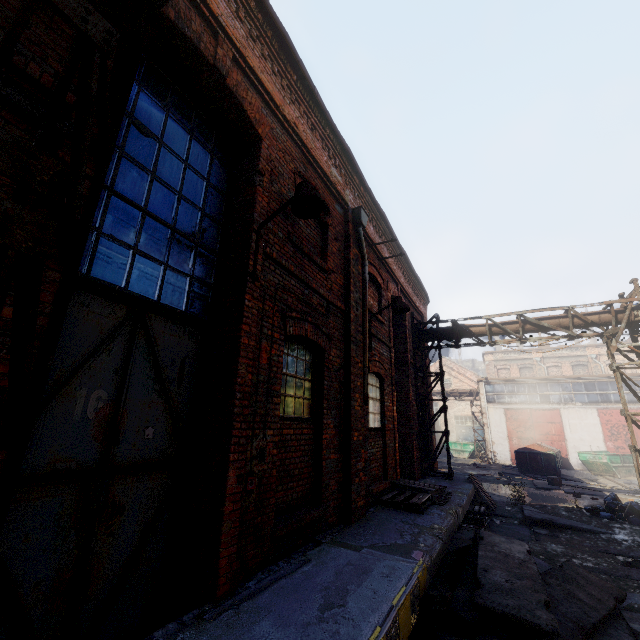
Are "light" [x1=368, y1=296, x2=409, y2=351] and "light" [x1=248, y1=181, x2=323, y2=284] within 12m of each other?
yes

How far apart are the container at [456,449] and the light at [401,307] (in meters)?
27.36

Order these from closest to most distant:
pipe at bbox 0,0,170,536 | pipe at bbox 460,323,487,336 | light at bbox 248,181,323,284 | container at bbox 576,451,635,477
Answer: pipe at bbox 0,0,170,536 → light at bbox 248,181,323,284 → pipe at bbox 460,323,487,336 → container at bbox 576,451,635,477

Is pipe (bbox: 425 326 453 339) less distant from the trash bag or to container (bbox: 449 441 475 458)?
the trash bag

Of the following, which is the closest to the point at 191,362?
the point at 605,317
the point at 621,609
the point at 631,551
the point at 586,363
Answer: the point at 621,609

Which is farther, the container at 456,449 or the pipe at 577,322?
the container at 456,449

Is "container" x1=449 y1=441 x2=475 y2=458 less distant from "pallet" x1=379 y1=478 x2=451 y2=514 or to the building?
the building

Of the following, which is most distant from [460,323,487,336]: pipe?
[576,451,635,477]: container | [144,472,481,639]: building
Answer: [576,451,635,477]: container
